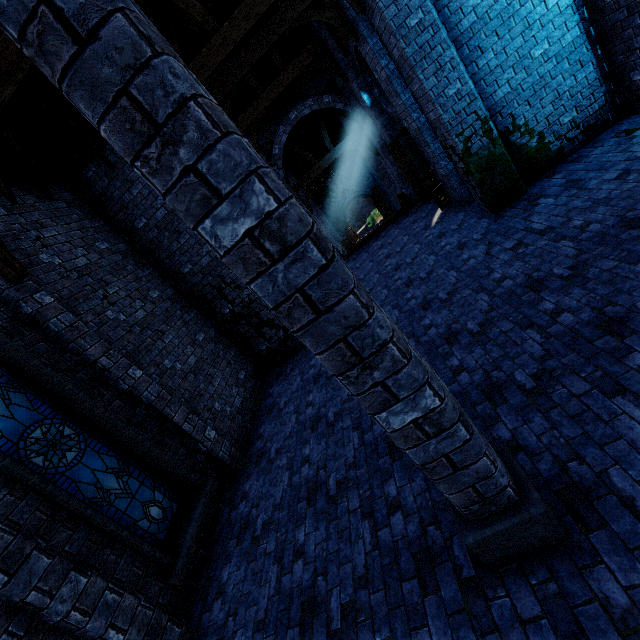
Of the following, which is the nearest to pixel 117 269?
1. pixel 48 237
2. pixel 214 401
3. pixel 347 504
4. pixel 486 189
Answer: pixel 48 237

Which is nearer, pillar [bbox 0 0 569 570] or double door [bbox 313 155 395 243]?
pillar [bbox 0 0 569 570]

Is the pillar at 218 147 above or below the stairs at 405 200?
above

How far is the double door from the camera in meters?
23.9

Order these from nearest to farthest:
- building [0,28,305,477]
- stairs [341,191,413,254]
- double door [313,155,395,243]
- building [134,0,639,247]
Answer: building [0,28,305,477] < building [134,0,639,247] < stairs [341,191,413,254] < double door [313,155,395,243]

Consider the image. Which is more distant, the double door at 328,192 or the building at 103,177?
the double door at 328,192

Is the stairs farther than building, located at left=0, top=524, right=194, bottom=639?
Yes

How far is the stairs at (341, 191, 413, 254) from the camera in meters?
13.3
